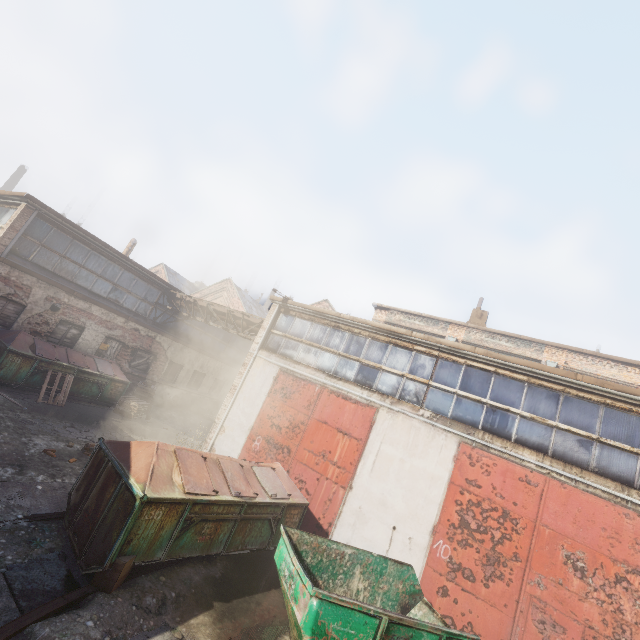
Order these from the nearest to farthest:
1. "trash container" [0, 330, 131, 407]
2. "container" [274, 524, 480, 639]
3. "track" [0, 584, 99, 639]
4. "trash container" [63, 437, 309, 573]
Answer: "track" [0, 584, 99, 639]
"container" [274, 524, 480, 639]
"trash container" [63, 437, 309, 573]
"trash container" [0, 330, 131, 407]

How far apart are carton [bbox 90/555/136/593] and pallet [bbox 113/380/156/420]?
9.77m

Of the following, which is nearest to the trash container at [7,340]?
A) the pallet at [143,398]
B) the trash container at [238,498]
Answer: the pallet at [143,398]

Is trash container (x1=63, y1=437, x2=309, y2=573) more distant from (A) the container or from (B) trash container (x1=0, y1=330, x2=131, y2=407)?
(B) trash container (x1=0, y1=330, x2=131, y2=407)

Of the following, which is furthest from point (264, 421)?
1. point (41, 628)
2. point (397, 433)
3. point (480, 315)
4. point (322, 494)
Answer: point (480, 315)

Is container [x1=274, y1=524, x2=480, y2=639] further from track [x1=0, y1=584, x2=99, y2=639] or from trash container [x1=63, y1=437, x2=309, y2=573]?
track [x1=0, y1=584, x2=99, y2=639]

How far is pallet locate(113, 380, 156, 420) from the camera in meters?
13.6 m

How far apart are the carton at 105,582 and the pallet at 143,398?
9.8 meters
